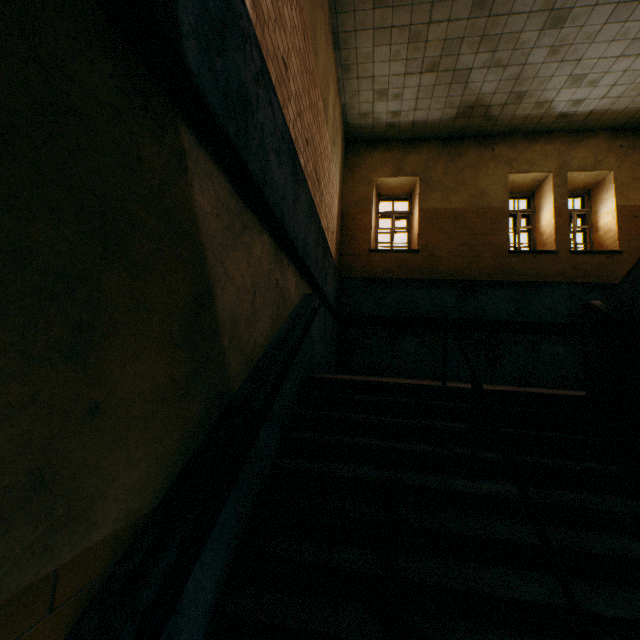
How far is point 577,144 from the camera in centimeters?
800cm
